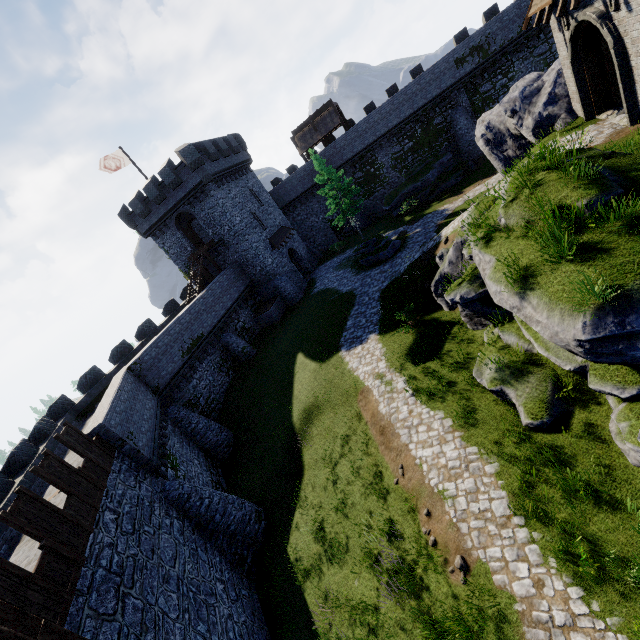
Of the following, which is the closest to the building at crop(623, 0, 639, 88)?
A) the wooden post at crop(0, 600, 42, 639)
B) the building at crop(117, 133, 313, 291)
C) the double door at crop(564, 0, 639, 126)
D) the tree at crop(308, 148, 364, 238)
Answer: the double door at crop(564, 0, 639, 126)

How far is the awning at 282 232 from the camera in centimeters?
3381cm

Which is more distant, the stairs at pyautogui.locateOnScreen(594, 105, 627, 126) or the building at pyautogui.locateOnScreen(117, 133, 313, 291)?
the building at pyautogui.locateOnScreen(117, 133, 313, 291)

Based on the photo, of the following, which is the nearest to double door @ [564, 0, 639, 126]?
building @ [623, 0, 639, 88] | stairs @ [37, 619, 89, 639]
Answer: building @ [623, 0, 639, 88]

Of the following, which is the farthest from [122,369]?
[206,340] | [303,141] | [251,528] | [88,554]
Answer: [303,141]

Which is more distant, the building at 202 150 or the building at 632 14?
the building at 202 150

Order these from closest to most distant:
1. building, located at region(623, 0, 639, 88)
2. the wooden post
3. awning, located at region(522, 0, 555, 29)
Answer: the wooden post, building, located at region(623, 0, 639, 88), awning, located at region(522, 0, 555, 29)

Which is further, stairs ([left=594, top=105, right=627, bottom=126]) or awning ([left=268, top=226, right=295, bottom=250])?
awning ([left=268, top=226, right=295, bottom=250])
